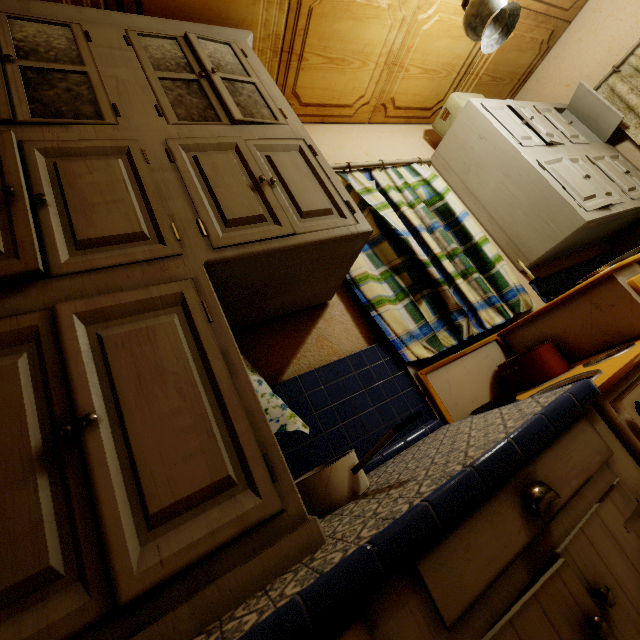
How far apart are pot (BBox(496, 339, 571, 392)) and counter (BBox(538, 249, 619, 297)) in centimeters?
67cm

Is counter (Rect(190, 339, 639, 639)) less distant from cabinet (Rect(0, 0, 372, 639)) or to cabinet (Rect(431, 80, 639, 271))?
cabinet (Rect(0, 0, 372, 639))

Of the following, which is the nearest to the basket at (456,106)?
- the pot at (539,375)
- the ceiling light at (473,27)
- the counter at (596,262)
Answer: the ceiling light at (473,27)

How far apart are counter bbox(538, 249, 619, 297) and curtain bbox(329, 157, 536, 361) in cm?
20

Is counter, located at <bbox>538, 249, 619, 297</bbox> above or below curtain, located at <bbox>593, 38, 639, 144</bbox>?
below

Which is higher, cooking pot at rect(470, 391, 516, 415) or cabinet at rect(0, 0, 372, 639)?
cabinet at rect(0, 0, 372, 639)

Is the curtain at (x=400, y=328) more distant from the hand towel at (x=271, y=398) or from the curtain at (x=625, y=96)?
the curtain at (x=625, y=96)

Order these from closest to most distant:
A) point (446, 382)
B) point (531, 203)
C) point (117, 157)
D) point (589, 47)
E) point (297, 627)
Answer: point (297, 627) < point (117, 157) < point (446, 382) < point (531, 203) < point (589, 47)
